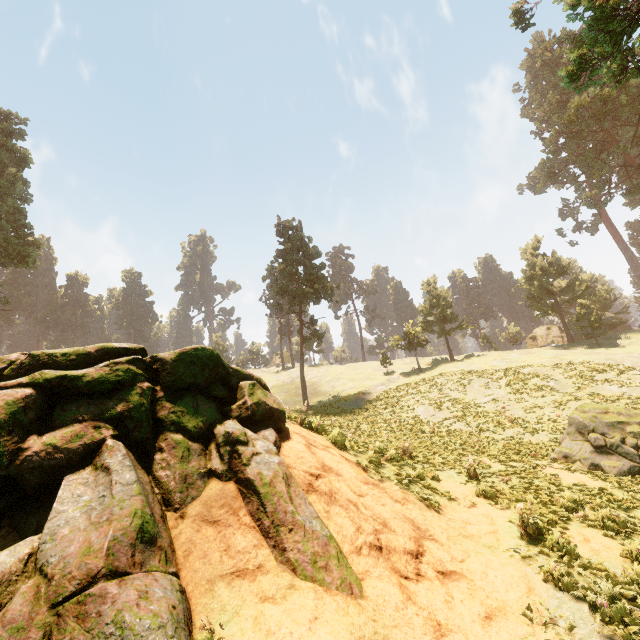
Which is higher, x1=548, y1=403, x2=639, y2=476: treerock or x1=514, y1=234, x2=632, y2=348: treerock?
x1=514, y1=234, x2=632, y2=348: treerock

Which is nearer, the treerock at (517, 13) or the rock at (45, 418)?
the rock at (45, 418)

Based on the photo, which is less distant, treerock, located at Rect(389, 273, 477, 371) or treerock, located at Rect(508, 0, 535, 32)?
treerock, located at Rect(508, 0, 535, 32)

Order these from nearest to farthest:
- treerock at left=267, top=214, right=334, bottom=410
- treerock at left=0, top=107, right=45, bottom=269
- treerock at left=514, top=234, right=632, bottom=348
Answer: treerock at left=0, top=107, right=45, bottom=269 → treerock at left=267, top=214, right=334, bottom=410 → treerock at left=514, top=234, right=632, bottom=348

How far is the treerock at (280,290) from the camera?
36.59m

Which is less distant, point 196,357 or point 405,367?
point 196,357
